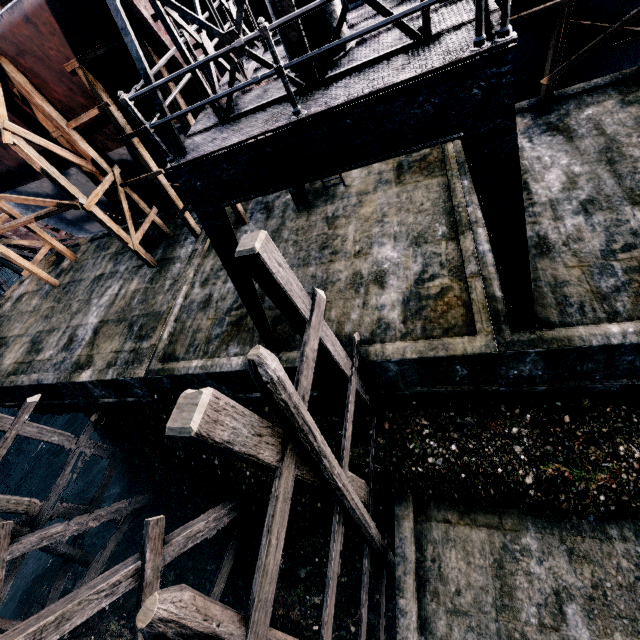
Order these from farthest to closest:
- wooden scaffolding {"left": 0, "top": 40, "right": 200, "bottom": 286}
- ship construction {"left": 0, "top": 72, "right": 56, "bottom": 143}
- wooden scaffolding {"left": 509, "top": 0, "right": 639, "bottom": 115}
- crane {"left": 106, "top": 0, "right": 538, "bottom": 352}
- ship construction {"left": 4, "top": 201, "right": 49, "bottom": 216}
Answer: ship construction {"left": 4, "top": 201, "right": 49, "bottom": 216}
ship construction {"left": 0, "top": 72, "right": 56, "bottom": 143}
wooden scaffolding {"left": 0, "top": 40, "right": 200, "bottom": 286}
wooden scaffolding {"left": 509, "top": 0, "right": 639, "bottom": 115}
crane {"left": 106, "top": 0, "right": 538, "bottom": 352}

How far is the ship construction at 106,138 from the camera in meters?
14.1 m

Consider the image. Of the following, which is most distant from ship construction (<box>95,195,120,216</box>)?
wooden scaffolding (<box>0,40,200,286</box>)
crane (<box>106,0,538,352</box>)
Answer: crane (<box>106,0,538,352</box>)

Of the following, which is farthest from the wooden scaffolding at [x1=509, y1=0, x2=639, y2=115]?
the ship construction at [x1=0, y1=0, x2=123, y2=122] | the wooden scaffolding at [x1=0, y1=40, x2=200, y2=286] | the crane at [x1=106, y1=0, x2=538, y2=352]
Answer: the wooden scaffolding at [x1=0, y1=40, x2=200, y2=286]

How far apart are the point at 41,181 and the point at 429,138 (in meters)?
22.68

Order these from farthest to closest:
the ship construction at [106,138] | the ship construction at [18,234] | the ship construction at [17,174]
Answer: the ship construction at [18,234], the ship construction at [17,174], the ship construction at [106,138]

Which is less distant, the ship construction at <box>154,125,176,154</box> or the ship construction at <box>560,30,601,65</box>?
the ship construction at <box>560,30,601,65</box>

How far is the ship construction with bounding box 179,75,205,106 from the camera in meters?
12.2 m
